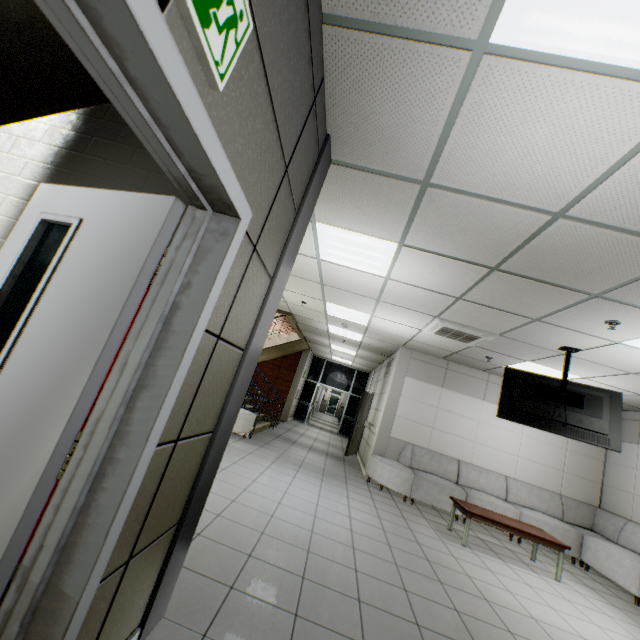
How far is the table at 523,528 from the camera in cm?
495

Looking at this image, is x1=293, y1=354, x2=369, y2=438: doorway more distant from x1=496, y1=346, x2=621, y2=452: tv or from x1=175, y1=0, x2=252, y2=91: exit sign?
x1=175, y1=0, x2=252, y2=91: exit sign

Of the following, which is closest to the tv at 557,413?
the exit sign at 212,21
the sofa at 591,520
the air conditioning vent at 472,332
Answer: the air conditioning vent at 472,332

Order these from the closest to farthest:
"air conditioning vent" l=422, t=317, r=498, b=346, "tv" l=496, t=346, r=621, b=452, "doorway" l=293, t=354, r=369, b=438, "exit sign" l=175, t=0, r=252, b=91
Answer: "exit sign" l=175, t=0, r=252, b=91
"tv" l=496, t=346, r=621, b=452
"air conditioning vent" l=422, t=317, r=498, b=346
"doorway" l=293, t=354, r=369, b=438

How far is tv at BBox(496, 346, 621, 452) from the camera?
4.49m

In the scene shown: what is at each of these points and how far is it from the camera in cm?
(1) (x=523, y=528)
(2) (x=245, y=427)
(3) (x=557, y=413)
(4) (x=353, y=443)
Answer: (1) table, 514
(2) sofa, 733
(3) tv, 470
(4) door, 1020

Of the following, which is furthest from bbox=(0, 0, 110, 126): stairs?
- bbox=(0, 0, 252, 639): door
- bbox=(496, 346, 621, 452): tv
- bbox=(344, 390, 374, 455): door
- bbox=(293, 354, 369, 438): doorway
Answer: bbox=(293, 354, 369, 438): doorway

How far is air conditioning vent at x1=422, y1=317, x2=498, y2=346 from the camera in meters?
5.2 m
